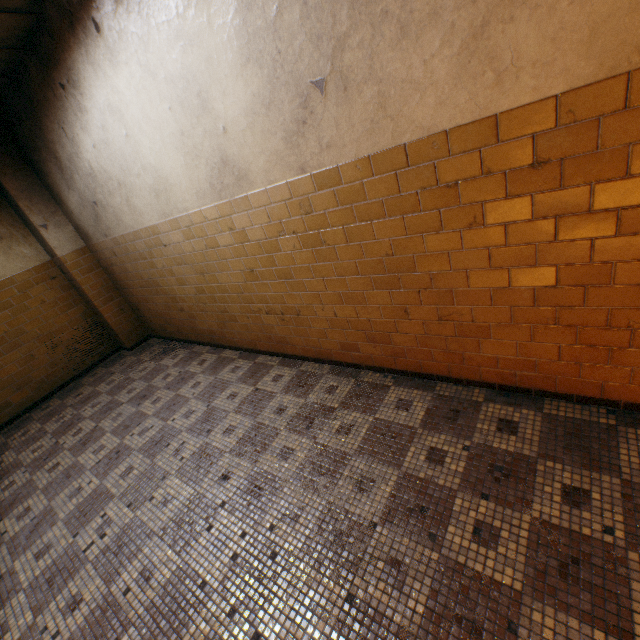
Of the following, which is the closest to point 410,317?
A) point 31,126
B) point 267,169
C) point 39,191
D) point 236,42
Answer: point 267,169
